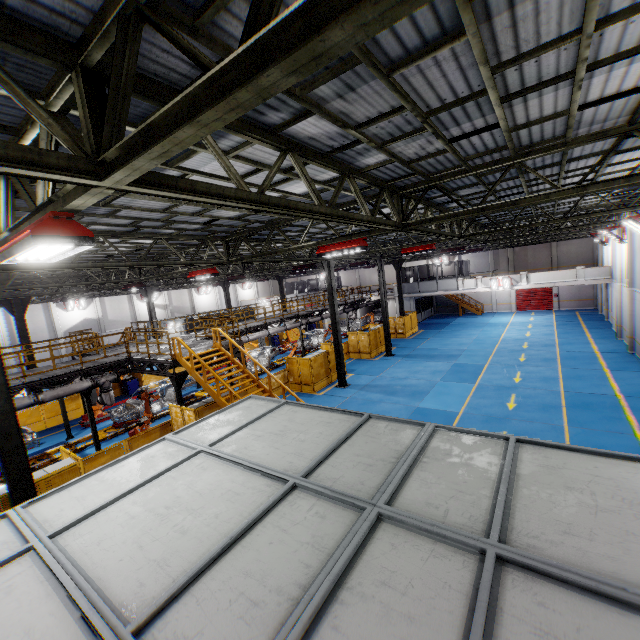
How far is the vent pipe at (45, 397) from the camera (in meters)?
13.21

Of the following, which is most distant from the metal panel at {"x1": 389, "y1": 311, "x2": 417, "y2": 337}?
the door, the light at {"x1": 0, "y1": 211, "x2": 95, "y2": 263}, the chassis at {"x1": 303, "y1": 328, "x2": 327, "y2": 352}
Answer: the door

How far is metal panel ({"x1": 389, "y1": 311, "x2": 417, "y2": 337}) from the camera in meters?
32.8 m

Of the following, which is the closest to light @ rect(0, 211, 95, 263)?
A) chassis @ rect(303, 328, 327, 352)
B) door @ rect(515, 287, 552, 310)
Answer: chassis @ rect(303, 328, 327, 352)

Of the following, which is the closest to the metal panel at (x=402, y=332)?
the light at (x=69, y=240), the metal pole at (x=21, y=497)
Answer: the metal pole at (x=21, y=497)

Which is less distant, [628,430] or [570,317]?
[628,430]

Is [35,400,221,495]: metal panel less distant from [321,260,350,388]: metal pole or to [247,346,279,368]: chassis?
[321,260,350,388]: metal pole

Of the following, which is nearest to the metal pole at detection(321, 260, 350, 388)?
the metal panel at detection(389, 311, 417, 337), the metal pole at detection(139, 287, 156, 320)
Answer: the metal panel at detection(389, 311, 417, 337)
